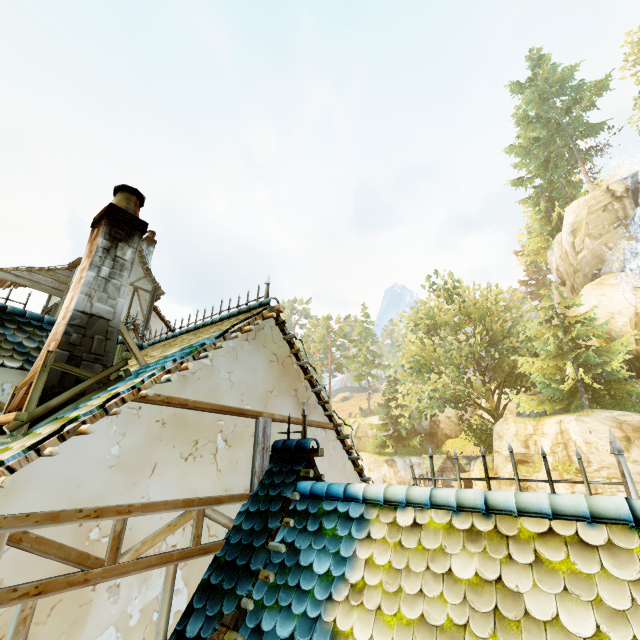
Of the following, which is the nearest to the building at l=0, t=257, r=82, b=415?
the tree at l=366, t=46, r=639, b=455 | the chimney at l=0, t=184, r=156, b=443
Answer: the chimney at l=0, t=184, r=156, b=443

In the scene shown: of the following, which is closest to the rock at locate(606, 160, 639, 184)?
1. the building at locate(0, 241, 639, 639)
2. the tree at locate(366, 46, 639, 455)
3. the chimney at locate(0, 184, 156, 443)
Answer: the tree at locate(366, 46, 639, 455)

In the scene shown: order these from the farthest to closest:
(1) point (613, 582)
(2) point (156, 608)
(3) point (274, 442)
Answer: (3) point (274, 442) < (2) point (156, 608) < (1) point (613, 582)

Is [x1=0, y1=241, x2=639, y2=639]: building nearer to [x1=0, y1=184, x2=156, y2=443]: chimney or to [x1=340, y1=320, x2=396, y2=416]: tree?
[x1=0, y1=184, x2=156, y2=443]: chimney

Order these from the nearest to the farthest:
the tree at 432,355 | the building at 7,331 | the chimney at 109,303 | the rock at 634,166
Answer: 1. the chimney at 109,303
2. the building at 7,331
3. the tree at 432,355
4. the rock at 634,166

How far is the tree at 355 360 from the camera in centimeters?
5315cm

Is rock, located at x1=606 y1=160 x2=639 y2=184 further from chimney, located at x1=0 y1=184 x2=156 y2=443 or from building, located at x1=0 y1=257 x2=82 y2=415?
chimney, located at x1=0 y1=184 x2=156 y2=443
